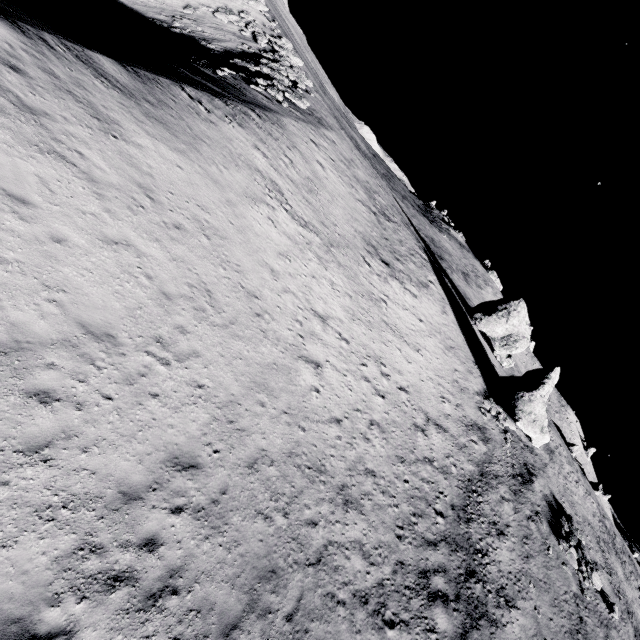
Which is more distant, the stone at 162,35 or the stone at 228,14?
the stone at 228,14

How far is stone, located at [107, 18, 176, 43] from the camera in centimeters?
3161cm

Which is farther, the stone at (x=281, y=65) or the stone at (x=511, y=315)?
the stone at (x=511, y=315)

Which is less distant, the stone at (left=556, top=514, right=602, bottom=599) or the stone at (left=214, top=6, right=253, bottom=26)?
the stone at (left=556, top=514, right=602, bottom=599)

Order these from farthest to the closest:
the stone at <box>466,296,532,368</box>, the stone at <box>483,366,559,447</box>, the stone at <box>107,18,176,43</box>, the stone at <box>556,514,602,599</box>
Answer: the stone at <box>466,296,532,368</box>
the stone at <box>107,18,176,43</box>
the stone at <box>483,366,559,447</box>
the stone at <box>556,514,602,599</box>

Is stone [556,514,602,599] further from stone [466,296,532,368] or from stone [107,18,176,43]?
stone [107,18,176,43]

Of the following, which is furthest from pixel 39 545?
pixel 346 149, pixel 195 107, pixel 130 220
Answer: pixel 346 149

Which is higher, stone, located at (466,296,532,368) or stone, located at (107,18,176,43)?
stone, located at (466,296,532,368)
